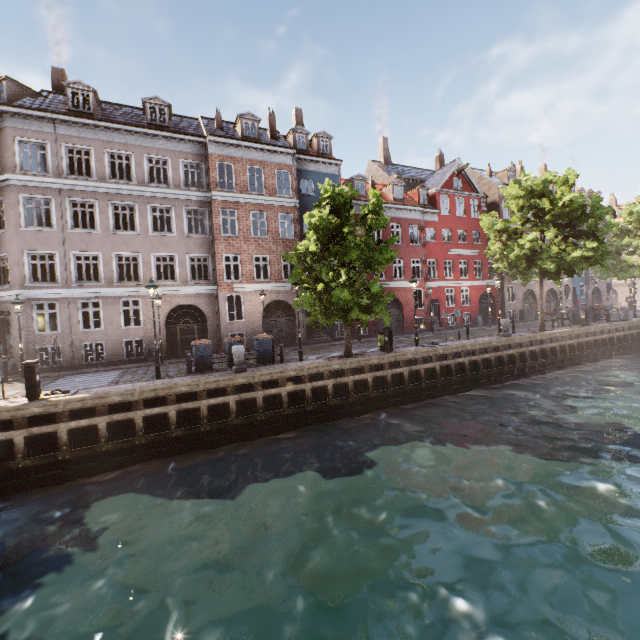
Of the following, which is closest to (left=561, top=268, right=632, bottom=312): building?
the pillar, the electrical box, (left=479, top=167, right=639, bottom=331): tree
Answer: (left=479, top=167, right=639, bottom=331): tree

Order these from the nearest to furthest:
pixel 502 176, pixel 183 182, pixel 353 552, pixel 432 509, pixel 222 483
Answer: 1. pixel 353 552
2. pixel 432 509
3. pixel 222 483
4. pixel 183 182
5. pixel 502 176

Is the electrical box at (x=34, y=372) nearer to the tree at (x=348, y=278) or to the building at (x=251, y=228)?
the tree at (x=348, y=278)

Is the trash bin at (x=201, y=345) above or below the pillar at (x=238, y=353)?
above

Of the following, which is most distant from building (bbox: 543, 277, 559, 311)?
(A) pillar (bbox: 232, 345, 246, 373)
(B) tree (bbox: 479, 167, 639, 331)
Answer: (A) pillar (bbox: 232, 345, 246, 373)

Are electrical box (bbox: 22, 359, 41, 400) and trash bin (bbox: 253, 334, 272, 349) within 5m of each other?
no

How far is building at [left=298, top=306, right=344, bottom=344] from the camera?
23.2m

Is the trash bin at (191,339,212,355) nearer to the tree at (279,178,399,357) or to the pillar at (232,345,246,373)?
the pillar at (232,345,246,373)
